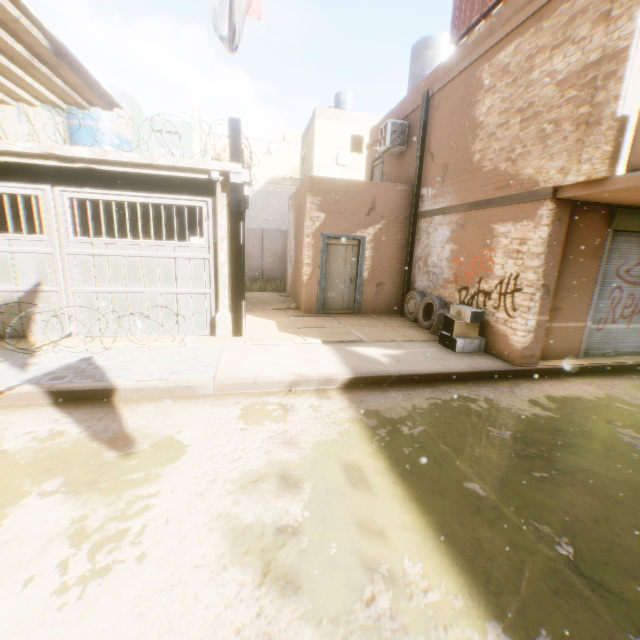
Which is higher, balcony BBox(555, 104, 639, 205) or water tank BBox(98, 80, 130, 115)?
water tank BBox(98, 80, 130, 115)

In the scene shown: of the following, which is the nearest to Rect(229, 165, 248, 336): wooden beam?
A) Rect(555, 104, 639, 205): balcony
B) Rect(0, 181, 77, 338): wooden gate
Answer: Rect(0, 181, 77, 338): wooden gate

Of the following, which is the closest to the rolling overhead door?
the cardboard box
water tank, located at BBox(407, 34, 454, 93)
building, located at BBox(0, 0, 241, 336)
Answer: building, located at BBox(0, 0, 241, 336)

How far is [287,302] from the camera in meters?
12.4 m

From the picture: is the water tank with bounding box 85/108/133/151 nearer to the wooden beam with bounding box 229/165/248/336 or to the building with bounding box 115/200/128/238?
the building with bounding box 115/200/128/238

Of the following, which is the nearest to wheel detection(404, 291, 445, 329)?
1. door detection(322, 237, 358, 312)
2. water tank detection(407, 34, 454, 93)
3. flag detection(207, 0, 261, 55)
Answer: door detection(322, 237, 358, 312)

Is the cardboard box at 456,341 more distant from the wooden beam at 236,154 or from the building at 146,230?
the wooden beam at 236,154

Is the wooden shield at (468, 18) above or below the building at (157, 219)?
above
